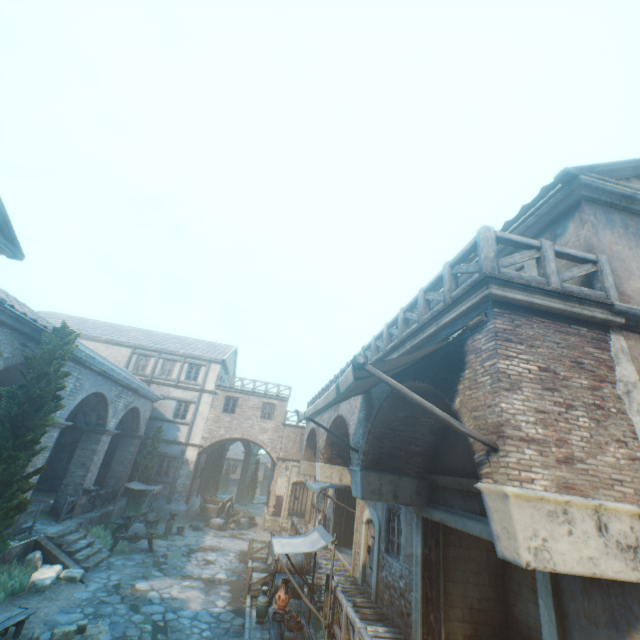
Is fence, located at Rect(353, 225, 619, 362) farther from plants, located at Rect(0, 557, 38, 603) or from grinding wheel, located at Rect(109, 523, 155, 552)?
plants, located at Rect(0, 557, 38, 603)

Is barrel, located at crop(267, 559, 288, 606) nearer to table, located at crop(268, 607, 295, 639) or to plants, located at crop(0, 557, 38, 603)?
table, located at crop(268, 607, 295, 639)

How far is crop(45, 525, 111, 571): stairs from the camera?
12.1 meters

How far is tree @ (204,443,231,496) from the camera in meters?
29.4 m

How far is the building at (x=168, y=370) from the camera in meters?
25.5 m

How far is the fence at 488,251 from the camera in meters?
4.7 m

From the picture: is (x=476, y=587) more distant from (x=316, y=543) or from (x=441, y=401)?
(x=441, y=401)

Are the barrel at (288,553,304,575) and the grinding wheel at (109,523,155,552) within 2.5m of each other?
no
